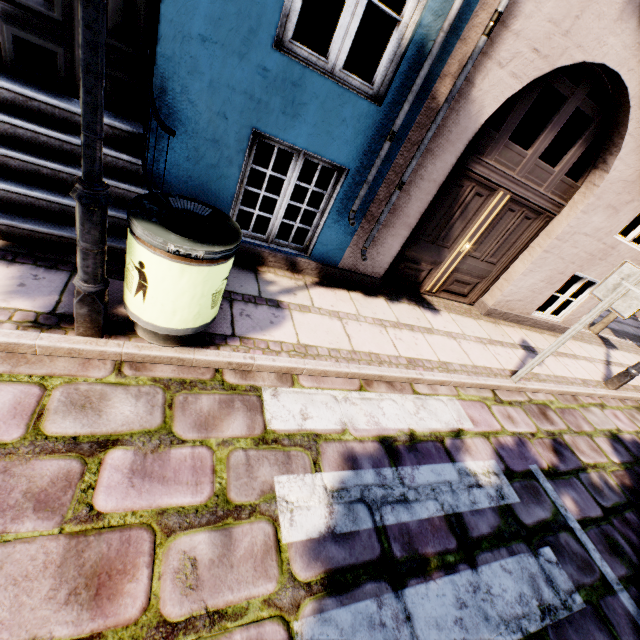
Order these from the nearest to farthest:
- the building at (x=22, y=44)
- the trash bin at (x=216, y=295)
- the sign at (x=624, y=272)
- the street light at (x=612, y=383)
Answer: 1. the trash bin at (x=216, y=295)
2. the building at (x=22, y=44)
3. the sign at (x=624, y=272)
4. the street light at (x=612, y=383)

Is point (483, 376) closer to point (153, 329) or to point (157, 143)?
point (153, 329)

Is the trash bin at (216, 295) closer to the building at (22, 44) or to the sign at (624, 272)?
the building at (22, 44)

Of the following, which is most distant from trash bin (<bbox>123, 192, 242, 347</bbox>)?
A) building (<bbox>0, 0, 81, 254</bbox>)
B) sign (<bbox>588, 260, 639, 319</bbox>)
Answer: sign (<bbox>588, 260, 639, 319</bbox>)

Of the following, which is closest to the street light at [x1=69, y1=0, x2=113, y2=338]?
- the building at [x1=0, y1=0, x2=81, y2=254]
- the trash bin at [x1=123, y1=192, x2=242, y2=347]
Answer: the trash bin at [x1=123, y1=192, x2=242, y2=347]

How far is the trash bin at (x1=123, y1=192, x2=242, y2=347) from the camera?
2.0m

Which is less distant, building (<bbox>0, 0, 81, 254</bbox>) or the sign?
building (<bbox>0, 0, 81, 254</bbox>)

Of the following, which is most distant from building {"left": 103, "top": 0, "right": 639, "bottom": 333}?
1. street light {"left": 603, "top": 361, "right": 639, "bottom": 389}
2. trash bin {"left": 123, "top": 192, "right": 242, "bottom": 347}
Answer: street light {"left": 603, "top": 361, "right": 639, "bottom": 389}
